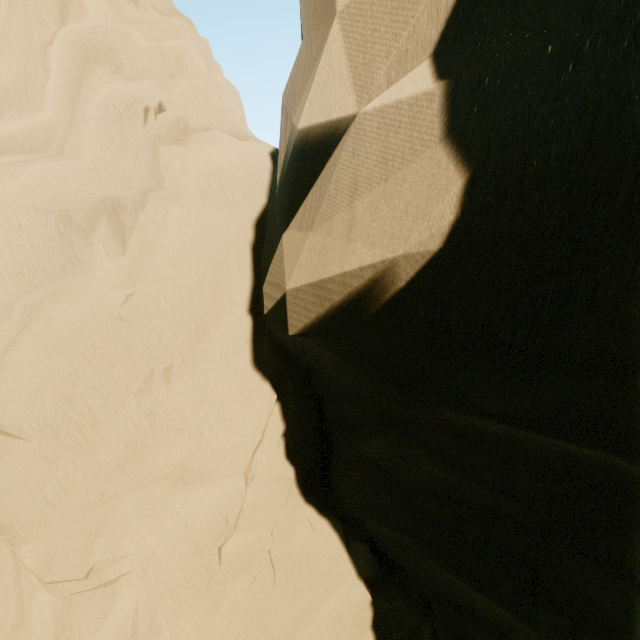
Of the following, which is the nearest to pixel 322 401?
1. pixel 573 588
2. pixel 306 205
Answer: pixel 573 588
